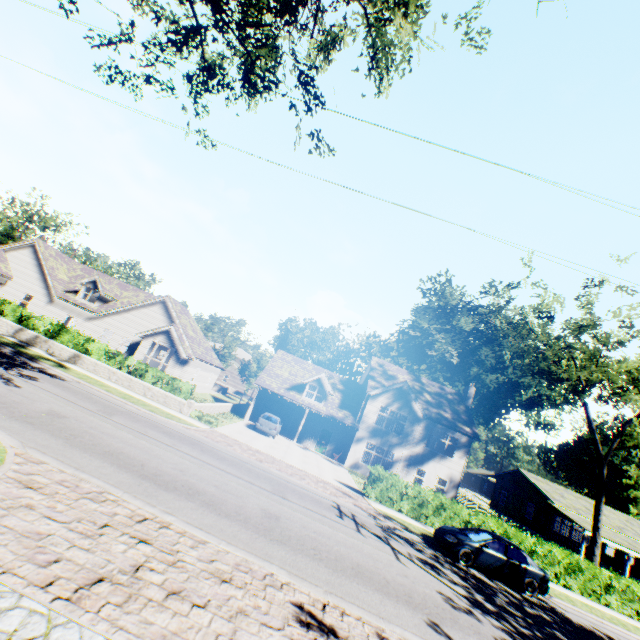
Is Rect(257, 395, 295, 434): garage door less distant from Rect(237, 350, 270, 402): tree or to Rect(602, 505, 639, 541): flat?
Rect(237, 350, 270, 402): tree

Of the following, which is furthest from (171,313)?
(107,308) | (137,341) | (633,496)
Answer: (633,496)

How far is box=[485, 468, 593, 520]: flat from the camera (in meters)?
32.77

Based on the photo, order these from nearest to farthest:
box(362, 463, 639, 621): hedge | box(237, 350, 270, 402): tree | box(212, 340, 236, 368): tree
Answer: box(362, 463, 639, 621): hedge → box(237, 350, 270, 402): tree → box(212, 340, 236, 368): tree

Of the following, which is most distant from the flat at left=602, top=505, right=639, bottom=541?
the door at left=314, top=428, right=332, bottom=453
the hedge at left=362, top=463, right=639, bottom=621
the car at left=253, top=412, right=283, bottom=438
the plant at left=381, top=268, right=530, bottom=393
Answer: the car at left=253, top=412, right=283, bottom=438

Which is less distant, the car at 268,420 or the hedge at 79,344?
the hedge at 79,344

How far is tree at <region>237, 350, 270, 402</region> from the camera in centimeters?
4459cm

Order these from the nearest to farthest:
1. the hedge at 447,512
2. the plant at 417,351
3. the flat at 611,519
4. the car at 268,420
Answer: the hedge at 447,512 < the car at 268,420 < the flat at 611,519 < the plant at 417,351
